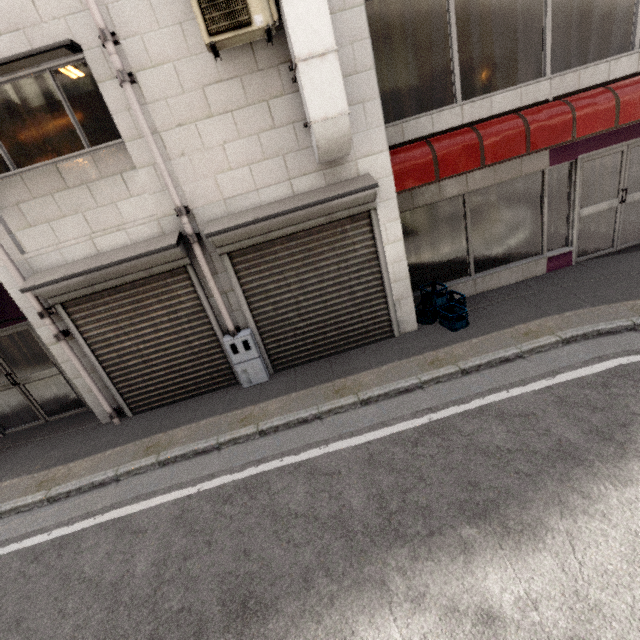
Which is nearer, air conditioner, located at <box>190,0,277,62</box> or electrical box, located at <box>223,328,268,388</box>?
air conditioner, located at <box>190,0,277,62</box>

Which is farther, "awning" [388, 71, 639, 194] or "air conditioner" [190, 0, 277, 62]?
"awning" [388, 71, 639, 194]

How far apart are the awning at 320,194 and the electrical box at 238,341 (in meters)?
1.63

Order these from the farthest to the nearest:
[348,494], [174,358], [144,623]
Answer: [174,358] → [348,494] → [144,623]

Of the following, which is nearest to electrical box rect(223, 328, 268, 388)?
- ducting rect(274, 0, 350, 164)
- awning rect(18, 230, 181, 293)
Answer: awning rect(18, 230, 181, 293)

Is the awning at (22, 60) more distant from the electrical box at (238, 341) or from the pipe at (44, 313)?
the electrical box at (238, 341)

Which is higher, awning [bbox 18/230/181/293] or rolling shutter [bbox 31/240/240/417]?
awning [bbox 18/230/181/293]

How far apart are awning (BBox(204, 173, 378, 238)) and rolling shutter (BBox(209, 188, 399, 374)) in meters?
0.0
